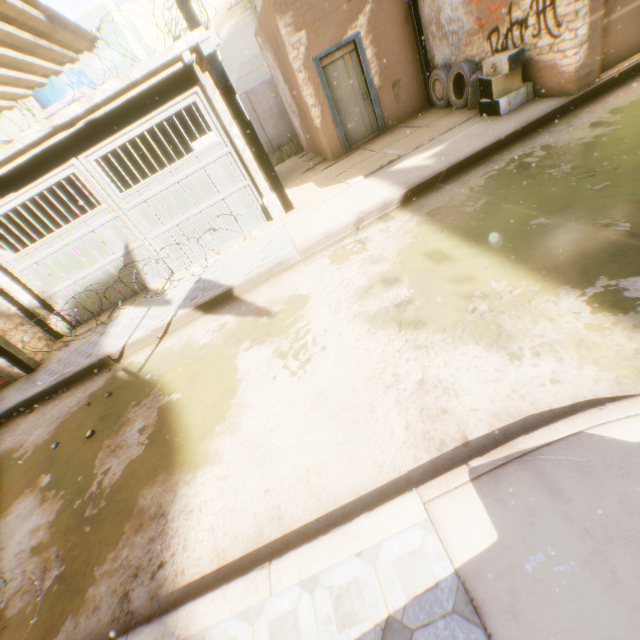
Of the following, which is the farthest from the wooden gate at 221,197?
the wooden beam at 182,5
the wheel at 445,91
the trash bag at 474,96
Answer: the trash bag at 474,96

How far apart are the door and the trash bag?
1.9 meters

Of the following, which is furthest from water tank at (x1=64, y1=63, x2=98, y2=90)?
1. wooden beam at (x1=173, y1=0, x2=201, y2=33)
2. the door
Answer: the door

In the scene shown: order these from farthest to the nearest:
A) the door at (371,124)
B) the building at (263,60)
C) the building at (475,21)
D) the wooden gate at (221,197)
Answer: the door at (371,124)
the building at (263,60)
the wooden gate at (221,197)
the building at (475,21)

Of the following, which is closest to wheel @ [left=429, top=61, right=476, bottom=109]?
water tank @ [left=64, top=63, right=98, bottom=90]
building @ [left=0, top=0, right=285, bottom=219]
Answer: building @ [left=0, top=0, right=285, bottom=219]

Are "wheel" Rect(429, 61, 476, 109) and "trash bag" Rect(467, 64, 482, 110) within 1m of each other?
yes

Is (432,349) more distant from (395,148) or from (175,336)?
(395,148)

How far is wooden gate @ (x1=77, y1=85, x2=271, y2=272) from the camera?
6.7 meters
